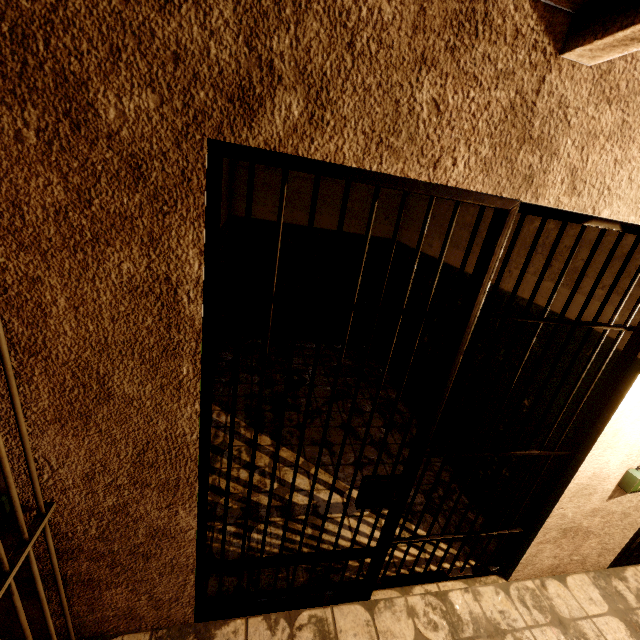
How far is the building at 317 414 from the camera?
2.4 meters

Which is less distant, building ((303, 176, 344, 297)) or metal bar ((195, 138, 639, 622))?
metal bar ((195, 138, 639, 622))

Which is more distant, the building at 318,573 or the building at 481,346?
the building at 481,346

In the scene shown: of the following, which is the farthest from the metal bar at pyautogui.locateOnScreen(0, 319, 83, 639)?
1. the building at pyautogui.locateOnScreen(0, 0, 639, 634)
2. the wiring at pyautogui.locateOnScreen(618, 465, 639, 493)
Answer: the wiring at pyautogui.locateOnScreen(618, 465, 639, 493)

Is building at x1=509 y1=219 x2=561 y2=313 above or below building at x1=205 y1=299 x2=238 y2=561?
above

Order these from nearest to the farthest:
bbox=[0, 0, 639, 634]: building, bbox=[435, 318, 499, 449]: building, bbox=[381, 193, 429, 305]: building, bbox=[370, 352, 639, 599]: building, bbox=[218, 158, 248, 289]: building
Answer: bbox=[0, 0, 639, 634]: building
bbox=[370, 352, 639, 599]: building
bbox=[435, 318, 499, 449]: building
bbox=[218, 158, 248, 289]: building
bbox=[381, 193, 429, 305]: building

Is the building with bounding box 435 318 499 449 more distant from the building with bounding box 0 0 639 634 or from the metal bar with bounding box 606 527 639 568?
the metal bar with bounding box 606 527 639 568

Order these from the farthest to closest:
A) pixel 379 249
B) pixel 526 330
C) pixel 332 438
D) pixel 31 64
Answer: pixel 379 249 < pixel 332 438 < pixel 526 330 < pixel 31 64
